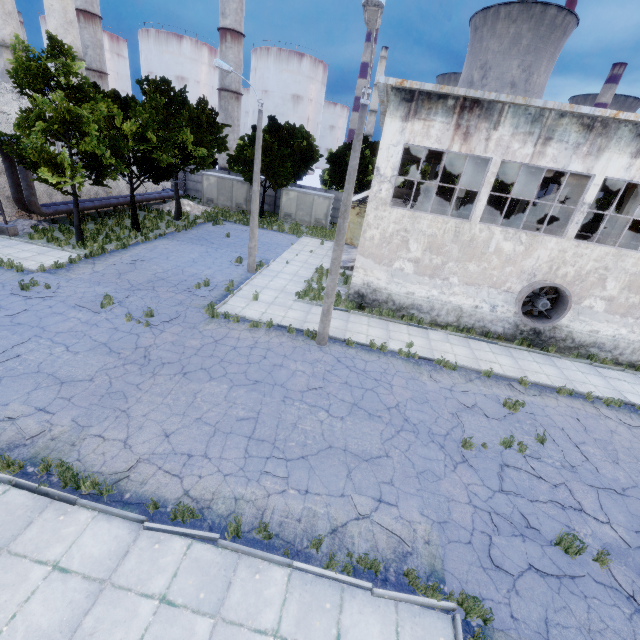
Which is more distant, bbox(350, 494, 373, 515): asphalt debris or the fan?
the fan

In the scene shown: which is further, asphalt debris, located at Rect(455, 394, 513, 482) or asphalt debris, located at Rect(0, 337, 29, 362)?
asphalt debris, located at Rect(0, 337, 29, 362)

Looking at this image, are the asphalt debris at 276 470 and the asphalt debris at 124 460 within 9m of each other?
yes

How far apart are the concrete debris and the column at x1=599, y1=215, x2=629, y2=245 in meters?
32.5

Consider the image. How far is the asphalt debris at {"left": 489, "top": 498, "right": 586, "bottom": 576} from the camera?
6.70m

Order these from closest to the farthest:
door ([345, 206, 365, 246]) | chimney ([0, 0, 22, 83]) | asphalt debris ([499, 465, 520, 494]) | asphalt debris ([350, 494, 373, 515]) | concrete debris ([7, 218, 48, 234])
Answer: asphalt debris ([350, 494, 373, 515]) < asphalt debris ([499, 465, 520, 494]) < concrete debris ([7, 218, 48, 234]) < door ([345, 206, 365, 246]) < chimney ([0, 0, 22, 83])

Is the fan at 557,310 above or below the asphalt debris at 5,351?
above

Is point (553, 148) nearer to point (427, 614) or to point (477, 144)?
A: point (477, 144)
